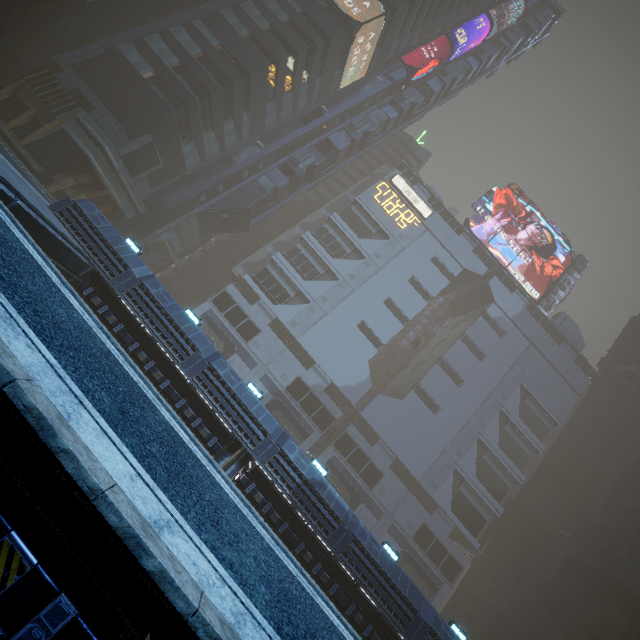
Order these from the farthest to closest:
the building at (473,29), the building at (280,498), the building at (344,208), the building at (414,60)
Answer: the building at (473,29), the building at (414,60), the building at (344,208), the building at (280,498)

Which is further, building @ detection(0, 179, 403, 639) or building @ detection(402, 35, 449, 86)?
building @ detection(402, 35, 449, 86)

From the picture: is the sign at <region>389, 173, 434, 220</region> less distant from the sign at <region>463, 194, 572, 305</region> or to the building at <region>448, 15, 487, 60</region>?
the building at <region>448, 15, 487, 60</region>

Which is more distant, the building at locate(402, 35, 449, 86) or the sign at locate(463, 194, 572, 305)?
the sign at locate(463, 194, 572, 305)

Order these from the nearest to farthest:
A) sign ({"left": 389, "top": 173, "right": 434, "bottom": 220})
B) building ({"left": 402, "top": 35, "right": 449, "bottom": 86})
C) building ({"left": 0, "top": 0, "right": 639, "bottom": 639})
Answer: building ({"left": 0, "top": 0, "right": 639, "bottom": 639}), building ({"left": 402, "top": 35, "right": 449, "bottom": 86}), sign ({"left": 389, "top": 173, "right": 434, "bottom": 220})

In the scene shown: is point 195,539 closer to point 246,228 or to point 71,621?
point 71,621

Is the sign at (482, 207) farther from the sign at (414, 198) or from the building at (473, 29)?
the sign at (414, 198)
